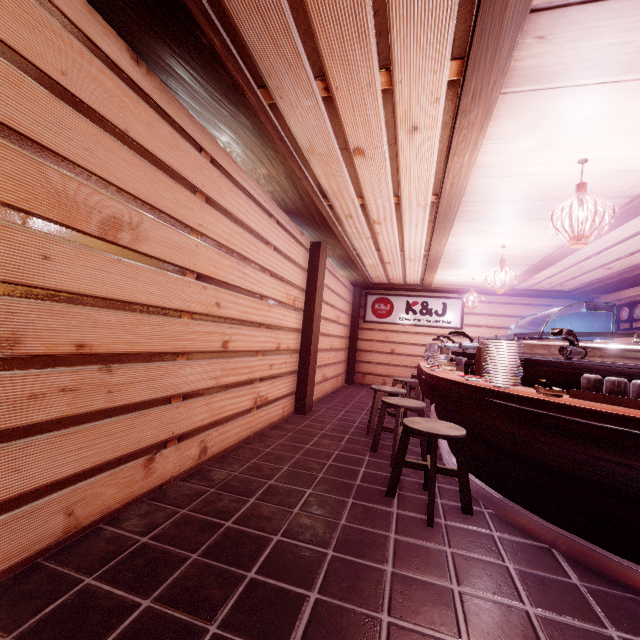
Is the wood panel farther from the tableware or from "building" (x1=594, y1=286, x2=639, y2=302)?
the tableware

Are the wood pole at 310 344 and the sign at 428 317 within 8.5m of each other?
yes

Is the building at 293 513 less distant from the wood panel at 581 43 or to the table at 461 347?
the table at 461 347

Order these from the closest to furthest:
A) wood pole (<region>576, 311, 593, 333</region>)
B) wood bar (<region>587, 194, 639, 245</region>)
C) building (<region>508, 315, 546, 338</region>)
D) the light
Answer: the light → wood bar (<region>587, 194, 639, 245</region>) → wood pole (<region>576, 311, 593, 333</region>) → building (<region>508, 315, 546, 338</region>)

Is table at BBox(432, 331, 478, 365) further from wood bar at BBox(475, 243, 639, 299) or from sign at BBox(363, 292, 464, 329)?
sign at BBox(363, 292, 464, 329)

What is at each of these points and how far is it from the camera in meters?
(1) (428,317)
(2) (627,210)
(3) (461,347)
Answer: (1) sign, 16.6 m
(2) wood bar, 6.0 m
(3) table, 6.4 m

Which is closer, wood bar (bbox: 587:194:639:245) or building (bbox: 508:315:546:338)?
wood bar (bbox: 587:194:639:245)

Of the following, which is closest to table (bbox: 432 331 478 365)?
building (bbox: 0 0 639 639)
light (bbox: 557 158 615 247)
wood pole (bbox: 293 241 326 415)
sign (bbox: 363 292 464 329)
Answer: building (bbox: 0 0 639 639)
